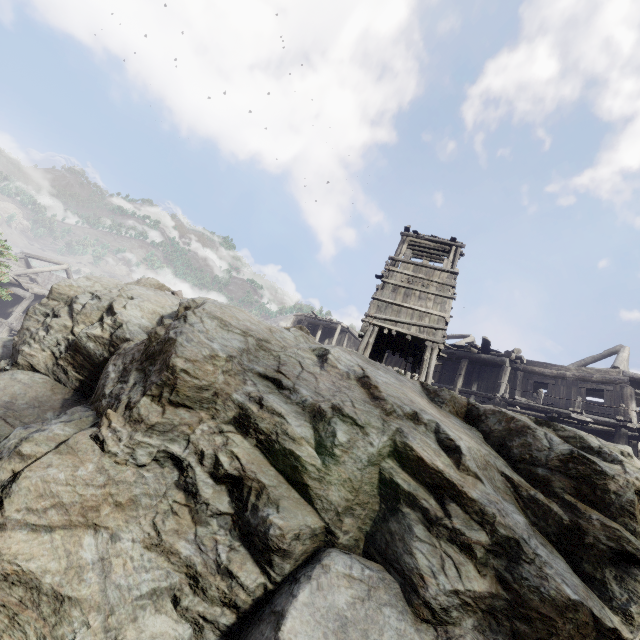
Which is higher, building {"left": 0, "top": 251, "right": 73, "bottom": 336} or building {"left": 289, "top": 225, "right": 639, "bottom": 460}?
building {"left": 289, "top": 225, "right": 639, "bottom": 460}

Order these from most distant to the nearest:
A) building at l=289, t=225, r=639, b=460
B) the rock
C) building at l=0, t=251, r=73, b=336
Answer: building at l=0, t=251, r=73, b=336 < building at l=289, t=225, r=639, b=460 < the rock

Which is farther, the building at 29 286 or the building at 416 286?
the building at 29 286

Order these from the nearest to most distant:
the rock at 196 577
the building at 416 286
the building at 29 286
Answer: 1. the rock at 196 577
2. the building at 416 286
3. the building at 29 286

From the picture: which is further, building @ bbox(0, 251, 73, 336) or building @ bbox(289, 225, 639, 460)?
building @ bbox(0, 251, 73, 336)

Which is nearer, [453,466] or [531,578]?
[531,578]

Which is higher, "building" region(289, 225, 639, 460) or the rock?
"building" region(289, 225, 639, 460)

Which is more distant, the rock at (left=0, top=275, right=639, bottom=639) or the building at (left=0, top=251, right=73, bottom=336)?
the building at (left=0, top=251, right=73, bottom=336)
